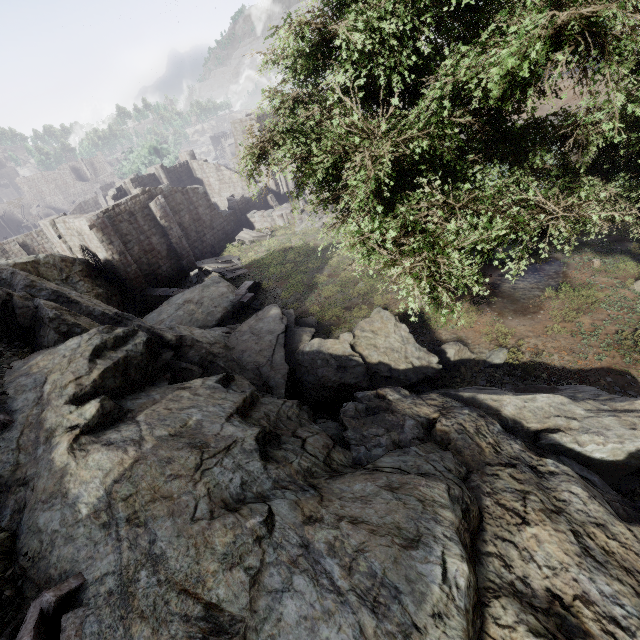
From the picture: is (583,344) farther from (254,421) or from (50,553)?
(50,553)

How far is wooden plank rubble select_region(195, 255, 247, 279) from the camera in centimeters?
2459cm

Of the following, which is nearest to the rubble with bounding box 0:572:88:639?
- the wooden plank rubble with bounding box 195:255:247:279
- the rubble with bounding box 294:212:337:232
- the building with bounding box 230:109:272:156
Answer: the building with bounding box 230:109:272:156

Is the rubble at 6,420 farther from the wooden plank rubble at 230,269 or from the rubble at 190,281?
the rubble at 190,281

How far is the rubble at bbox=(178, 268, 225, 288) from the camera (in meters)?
25.52

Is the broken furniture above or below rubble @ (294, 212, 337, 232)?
below

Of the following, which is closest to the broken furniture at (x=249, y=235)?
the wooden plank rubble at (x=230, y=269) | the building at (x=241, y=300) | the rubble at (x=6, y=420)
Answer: the wooden plank rubble at (x=230, y=269)

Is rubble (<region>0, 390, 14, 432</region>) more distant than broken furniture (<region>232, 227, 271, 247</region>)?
No
